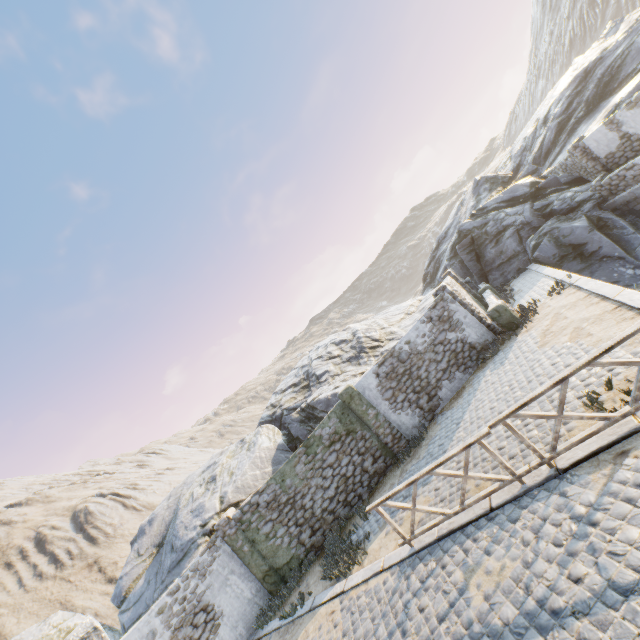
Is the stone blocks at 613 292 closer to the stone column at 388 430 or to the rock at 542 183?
the rock at 542 183

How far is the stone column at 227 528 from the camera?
10.88m

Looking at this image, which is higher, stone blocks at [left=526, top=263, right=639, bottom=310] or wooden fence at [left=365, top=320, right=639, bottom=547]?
wooden fence at [left=365, top=320, right=639, bottom=547]

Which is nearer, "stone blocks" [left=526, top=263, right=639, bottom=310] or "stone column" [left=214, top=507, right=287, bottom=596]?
"stone blocks" [left=526, top=263, right=639, bottom=310]

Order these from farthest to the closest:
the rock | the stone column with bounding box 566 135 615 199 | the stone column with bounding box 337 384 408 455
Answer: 1. the stone column with bounding box 566 135 615 199
2. the rock
3. the stone column with bounding box 337 384 408 455

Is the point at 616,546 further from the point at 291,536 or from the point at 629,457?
the point at 291,536

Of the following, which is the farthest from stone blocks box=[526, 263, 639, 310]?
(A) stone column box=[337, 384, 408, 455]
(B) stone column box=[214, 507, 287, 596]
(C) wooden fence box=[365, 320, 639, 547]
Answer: (A) stone column box=[337, 384, 408, 455]

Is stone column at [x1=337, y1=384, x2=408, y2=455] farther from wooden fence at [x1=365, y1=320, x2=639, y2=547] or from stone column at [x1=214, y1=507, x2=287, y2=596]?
stone column at [x1=214, y1=507, x2=287, y2=596]
